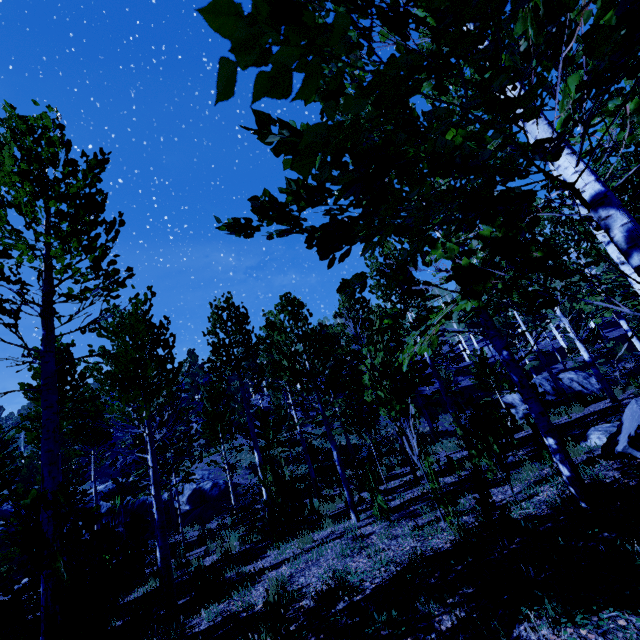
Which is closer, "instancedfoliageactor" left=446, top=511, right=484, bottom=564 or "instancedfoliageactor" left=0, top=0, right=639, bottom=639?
"instancedfoliageactor" left=0, top=0, right=639, bottom=639

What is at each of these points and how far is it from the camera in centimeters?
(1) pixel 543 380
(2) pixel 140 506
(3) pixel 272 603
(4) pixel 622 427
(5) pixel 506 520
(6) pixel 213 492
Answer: (1) rock, 2184cm
(2) rock, 2495cm
(3) instancedfoliageactor, 463cm
(4) rock, 583cm
(5) instancedfoliageactor, 377cm
(6) rock, 2427cm

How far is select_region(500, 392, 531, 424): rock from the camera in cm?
2047

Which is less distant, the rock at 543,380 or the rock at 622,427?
the rock at 622,427

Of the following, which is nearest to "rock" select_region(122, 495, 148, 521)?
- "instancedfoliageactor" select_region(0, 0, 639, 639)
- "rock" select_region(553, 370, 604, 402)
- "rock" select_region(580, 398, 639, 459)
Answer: "instancedfoliageactor" select_region(0, 0, 639, 639)

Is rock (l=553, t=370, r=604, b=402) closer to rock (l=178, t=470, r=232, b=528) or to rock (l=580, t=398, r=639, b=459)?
rock (l=580, t=398, r=639, b=459)

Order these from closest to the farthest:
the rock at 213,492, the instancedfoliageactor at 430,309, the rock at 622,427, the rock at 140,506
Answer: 1. the instancedfoliageactor at 430,309
2. the rock at 622,427
3. the rock at 213,492
4. the rock at 140,506

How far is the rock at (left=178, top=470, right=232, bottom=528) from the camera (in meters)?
20.25
